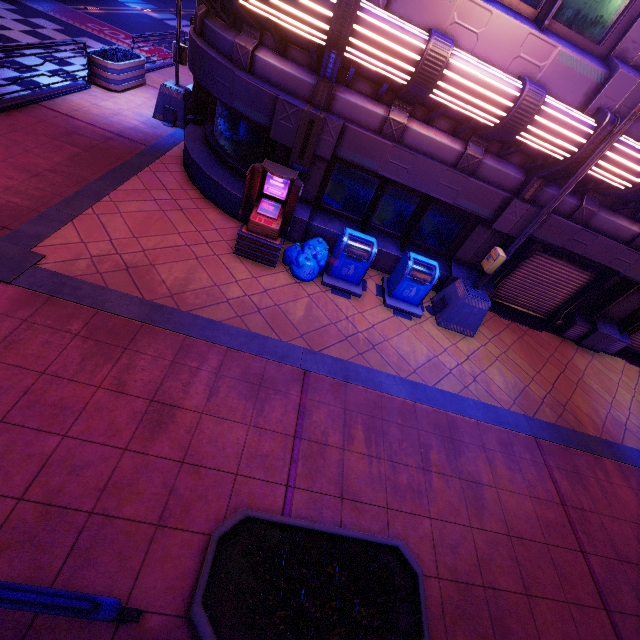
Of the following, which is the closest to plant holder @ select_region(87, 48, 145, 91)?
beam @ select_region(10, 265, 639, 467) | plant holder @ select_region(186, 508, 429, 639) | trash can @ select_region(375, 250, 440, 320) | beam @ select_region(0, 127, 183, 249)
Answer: beam @ select_region(0, 127, 183, 249)

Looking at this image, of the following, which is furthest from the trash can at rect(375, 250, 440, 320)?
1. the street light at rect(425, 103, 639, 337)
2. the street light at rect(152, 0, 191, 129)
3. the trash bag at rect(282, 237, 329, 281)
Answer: the street light at rect(152, 0, 191, 129)

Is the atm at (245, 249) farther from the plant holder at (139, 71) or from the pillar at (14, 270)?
the plant holder at (139, 71)

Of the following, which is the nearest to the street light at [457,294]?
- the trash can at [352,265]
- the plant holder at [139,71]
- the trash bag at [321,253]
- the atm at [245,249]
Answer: the trash can at [352,265]

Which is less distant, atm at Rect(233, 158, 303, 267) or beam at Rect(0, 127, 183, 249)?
beam at Rect(0, 127, 183, 249)

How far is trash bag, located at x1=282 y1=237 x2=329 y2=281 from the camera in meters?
7.3 m

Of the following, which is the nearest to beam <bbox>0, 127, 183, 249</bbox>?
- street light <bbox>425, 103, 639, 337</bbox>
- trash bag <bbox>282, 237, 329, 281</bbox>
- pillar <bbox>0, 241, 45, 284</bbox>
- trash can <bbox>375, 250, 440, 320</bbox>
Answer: pillar <bbox>0, 241, 45, 284</bbox>

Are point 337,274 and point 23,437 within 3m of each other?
no
